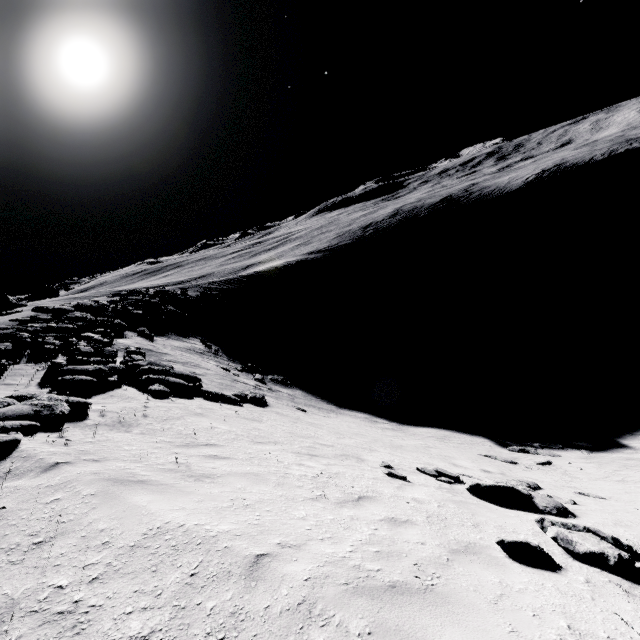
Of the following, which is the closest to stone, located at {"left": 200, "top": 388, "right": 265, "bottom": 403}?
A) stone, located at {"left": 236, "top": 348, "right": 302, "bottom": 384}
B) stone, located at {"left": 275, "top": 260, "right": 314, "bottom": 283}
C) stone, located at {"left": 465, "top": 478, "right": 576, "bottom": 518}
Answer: stone, located at {"left": 236, "top": 348, "right": 302, "bottom": 384}

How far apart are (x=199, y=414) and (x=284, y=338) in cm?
2585

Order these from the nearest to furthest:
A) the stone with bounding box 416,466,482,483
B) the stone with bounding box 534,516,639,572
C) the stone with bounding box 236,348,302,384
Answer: the stone with bounding box 534,516,639,572, the stone with bounding box 416,466,482,483, the stone with bounding box 236,348,302,384

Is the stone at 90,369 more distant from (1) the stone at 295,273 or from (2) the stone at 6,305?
(2) the stone at 6,305

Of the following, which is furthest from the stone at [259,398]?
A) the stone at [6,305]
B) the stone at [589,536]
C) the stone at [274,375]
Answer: the stone at [6,305]

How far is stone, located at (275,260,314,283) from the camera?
53.9m

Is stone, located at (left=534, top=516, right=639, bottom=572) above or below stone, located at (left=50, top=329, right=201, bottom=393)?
below

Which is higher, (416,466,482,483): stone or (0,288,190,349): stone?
(0,288,190,349): stone
